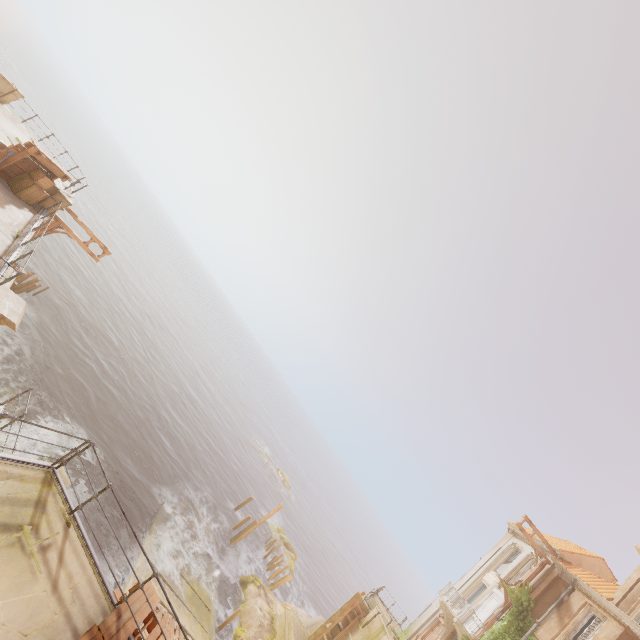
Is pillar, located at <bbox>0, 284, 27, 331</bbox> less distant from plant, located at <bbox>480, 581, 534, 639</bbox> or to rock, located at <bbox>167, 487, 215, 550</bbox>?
plant, located at <bbox>480, 581, 534, 639</bbox>

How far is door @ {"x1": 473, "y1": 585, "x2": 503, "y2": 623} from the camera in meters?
22.0

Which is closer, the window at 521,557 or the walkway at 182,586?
the walkway at 182,586

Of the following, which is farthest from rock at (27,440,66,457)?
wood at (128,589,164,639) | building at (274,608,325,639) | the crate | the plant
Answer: building at (274,608,325,639)

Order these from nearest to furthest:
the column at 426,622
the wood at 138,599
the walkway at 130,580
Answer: the wood at 138,599 → the walkway at 130,580 → the column at 426,622

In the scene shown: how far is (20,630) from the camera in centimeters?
515cm

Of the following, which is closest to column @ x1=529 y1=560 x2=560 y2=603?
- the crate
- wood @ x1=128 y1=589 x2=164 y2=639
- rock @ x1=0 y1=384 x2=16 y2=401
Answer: wood @ x1=128 y1=589 x2=164 y2=639

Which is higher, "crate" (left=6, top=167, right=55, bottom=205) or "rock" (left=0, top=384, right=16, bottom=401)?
"crate" (left=6, top=167, right=55, bottom=205)
